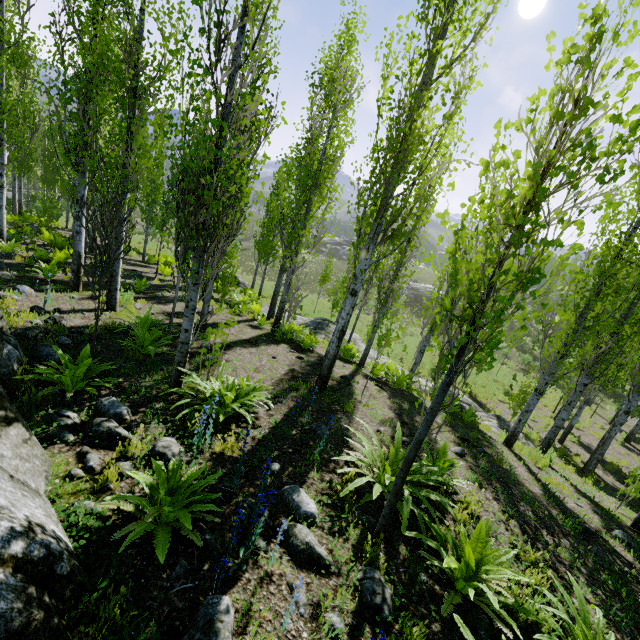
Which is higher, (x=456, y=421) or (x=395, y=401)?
(x=395, y=401)

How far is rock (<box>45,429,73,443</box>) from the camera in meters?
3.7 m

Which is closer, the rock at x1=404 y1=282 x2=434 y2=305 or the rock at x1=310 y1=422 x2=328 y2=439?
the rock at x1=310 y1=422 x2=328 y2=439

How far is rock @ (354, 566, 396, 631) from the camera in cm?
279

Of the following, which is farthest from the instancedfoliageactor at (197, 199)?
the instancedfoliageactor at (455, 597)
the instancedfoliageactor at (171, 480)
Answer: the instancedfoliageactor at (171, 480)

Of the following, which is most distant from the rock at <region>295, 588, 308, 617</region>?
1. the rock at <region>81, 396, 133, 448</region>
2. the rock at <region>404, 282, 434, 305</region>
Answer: the rock at <region>404, 282, 434, 305</region>

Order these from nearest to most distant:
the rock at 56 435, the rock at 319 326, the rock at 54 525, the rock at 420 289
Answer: the rock at 54 525 → the rock at 56 435 → the rock at 319 326 → the rock at 420 289

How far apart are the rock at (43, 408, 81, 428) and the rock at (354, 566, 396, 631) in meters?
2.9
